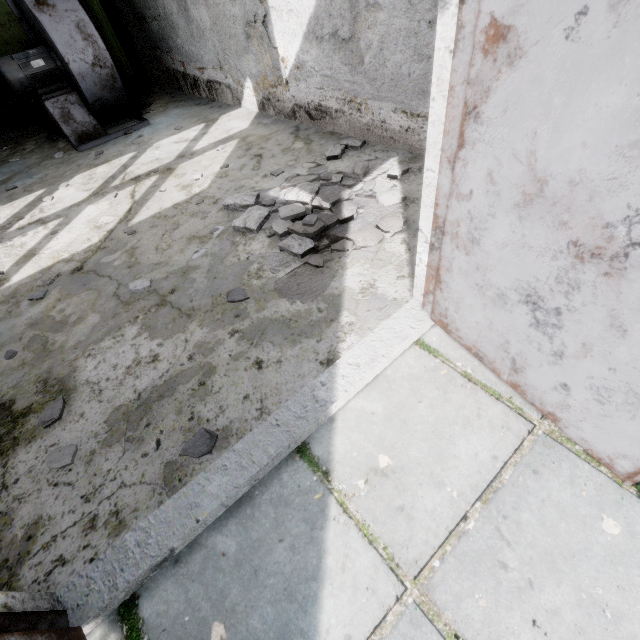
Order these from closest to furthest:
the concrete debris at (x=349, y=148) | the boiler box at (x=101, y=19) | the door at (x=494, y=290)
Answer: the door at (x=494, y=290) → the concrete debris at (x=349, y=148) → the boiler box at (x=101, y=19)

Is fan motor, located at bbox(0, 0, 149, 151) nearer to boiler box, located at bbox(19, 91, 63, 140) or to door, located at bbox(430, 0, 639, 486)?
boiler box, located at bbox(19, 91, 63, 140)

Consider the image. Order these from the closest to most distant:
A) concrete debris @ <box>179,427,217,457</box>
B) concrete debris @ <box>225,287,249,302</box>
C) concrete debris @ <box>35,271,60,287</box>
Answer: concrete debris @ <box>179,427,217,457</box> → concrete debris @ <box>225,287,249,302</box> → concrete debris @ <box>35,271,60,287</box>

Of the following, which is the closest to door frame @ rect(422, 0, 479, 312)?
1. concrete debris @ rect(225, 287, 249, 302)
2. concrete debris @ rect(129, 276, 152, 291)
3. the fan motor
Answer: concrete debris @ rect(225, 287, 249, 302)

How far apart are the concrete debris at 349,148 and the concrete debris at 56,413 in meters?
1.6

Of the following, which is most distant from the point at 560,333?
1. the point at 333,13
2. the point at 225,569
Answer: the point at 333,13

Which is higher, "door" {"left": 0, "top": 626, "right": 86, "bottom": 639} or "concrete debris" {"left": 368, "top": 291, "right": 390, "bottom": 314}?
"door" {"left": 0, "top": 626, "right": 86, "bottom": 639}

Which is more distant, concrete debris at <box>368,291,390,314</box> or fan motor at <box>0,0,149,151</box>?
fan motor at <box>0,0,149,151</box>
